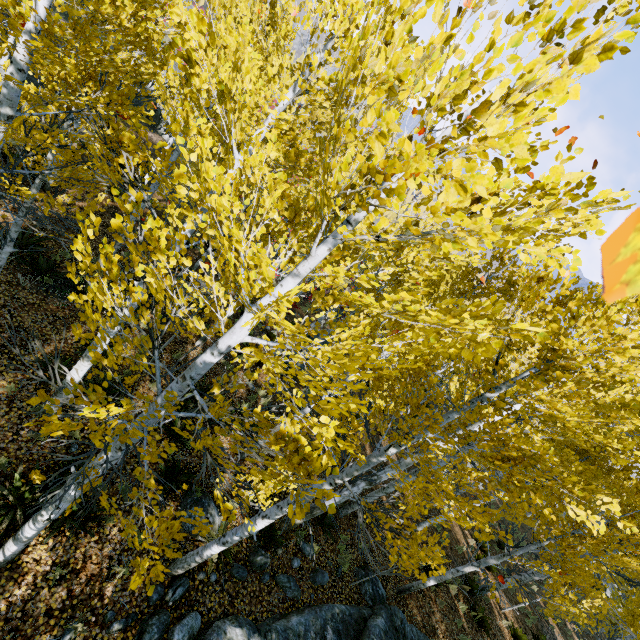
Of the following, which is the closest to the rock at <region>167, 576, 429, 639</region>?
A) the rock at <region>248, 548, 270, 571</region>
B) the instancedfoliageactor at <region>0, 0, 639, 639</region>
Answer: the rock at <region>248, 548, 270, 571</region>

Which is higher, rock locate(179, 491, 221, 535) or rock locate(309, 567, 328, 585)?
rock locate(309, 567, 328, 585)

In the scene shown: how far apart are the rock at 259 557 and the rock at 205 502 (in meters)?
0.91

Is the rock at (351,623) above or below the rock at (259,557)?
above

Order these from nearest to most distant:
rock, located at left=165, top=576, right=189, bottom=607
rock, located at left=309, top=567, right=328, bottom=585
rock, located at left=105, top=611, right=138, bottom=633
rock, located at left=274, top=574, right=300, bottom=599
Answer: rock, located at left=105, top=611, right=138, bottom=633 → rock, located at left=165, top=576, right=189, bottom=607 → rock, located at left=274, top=574, right=300, bottom=599 → rock, located at left=309, top=567, right=328, bottom=585

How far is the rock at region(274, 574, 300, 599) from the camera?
7.1m

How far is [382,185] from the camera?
2.2 meters

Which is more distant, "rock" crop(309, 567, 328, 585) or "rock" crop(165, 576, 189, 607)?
"rock" crop(309, 567, 328, 585)
